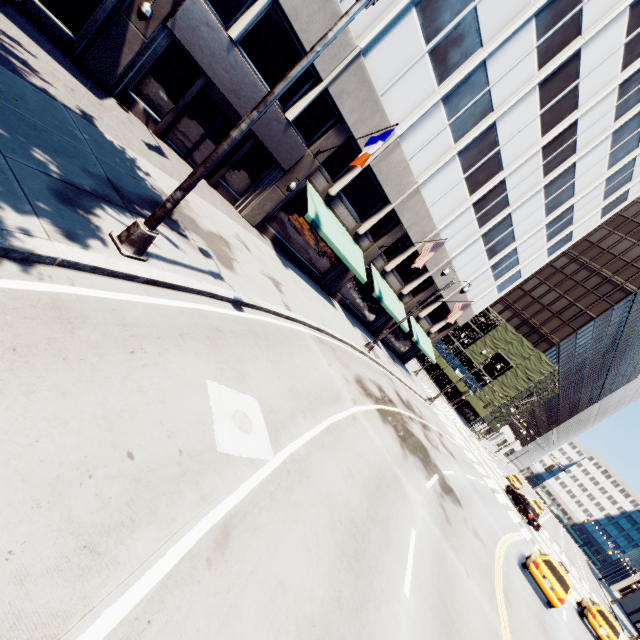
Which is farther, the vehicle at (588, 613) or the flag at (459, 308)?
the flag at (459, 308)

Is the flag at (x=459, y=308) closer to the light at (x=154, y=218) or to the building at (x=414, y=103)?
the building at (x=414, y=103)

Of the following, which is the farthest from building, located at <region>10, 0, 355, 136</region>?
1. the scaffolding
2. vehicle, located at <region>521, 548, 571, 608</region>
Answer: the scaffolding

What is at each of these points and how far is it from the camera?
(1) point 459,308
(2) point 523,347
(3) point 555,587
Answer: (1) flag, 25.8 meters
(2) scaffolding, 50.2 meters
(3) vehicle, 14.8 meters

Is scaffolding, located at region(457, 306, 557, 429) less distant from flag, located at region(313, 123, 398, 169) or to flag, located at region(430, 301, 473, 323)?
flag, located at region(430, 301, 473, 323)

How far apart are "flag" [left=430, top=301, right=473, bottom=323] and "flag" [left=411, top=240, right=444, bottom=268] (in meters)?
7.78

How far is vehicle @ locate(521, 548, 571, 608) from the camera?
14.6 meters

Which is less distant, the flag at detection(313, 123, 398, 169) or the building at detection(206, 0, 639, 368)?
the flag at detection(313, 123, 398, 169)
